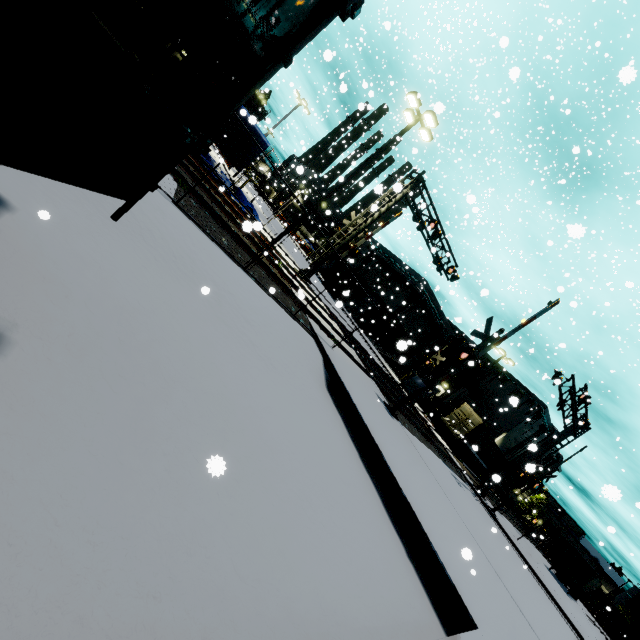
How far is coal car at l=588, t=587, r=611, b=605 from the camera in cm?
5947

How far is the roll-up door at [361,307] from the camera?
46.1 meters

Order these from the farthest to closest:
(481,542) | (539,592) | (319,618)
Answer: (539,592) < (481,542) < (319,618)

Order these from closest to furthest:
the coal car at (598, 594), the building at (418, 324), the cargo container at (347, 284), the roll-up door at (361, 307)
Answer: the cargo container at (347, 284), the building at (418, 324), the roll-up door at (361, 307), the coal car at (598, 594)

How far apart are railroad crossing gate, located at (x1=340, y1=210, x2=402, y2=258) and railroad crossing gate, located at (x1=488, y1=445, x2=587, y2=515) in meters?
13.6 m

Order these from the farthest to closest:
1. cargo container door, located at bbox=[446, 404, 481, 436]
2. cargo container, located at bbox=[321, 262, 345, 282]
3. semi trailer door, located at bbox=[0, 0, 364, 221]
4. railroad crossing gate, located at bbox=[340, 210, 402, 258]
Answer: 1. cargo container, located at bbox=[321, 262, 345, 282]
2. cargo container door, located at bbox=[446, 404, 481, 436]
3. railroad crossing gate, located at bbox=[340, 210, 402, 258]
4. semi trailer door, located at bbox=[0, 0, 364, 221]

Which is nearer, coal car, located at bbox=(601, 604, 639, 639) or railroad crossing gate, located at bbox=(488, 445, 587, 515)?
railroad crossing gate, located at bbox=(488, 445, 587, 515)

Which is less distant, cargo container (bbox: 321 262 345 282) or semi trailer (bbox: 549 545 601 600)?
semi trailer (bbox: 549 545 601 600)
